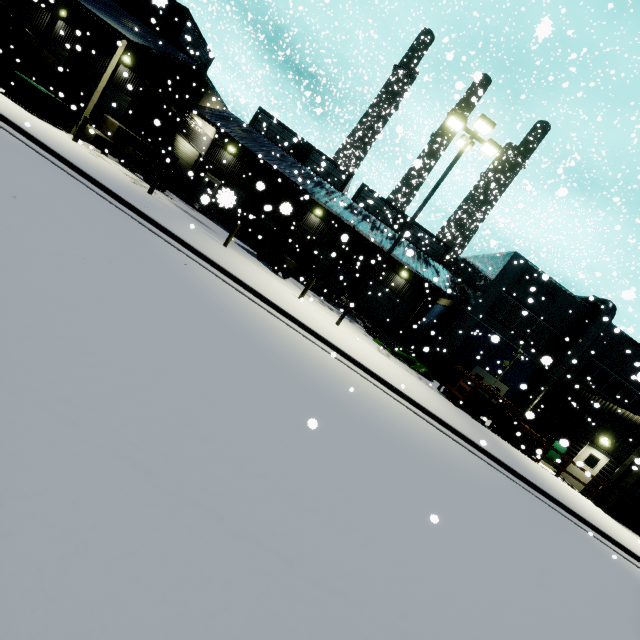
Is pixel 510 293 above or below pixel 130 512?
above

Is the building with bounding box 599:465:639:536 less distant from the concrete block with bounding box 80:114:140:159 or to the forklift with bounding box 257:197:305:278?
the concrete block with bounding box 80:114:140:159

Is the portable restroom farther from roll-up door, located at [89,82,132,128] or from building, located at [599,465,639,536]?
roll-up door, located at [89,82,132,128]

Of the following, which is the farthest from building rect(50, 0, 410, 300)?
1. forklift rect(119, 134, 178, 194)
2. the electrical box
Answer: the electrical box

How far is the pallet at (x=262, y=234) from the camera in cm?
2343

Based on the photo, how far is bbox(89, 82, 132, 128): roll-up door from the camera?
22.16m

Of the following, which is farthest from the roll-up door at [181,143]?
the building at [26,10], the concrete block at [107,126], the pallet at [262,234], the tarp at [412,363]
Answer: the tarp at [412,363]

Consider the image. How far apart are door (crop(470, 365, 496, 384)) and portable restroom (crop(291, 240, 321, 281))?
13.7m
